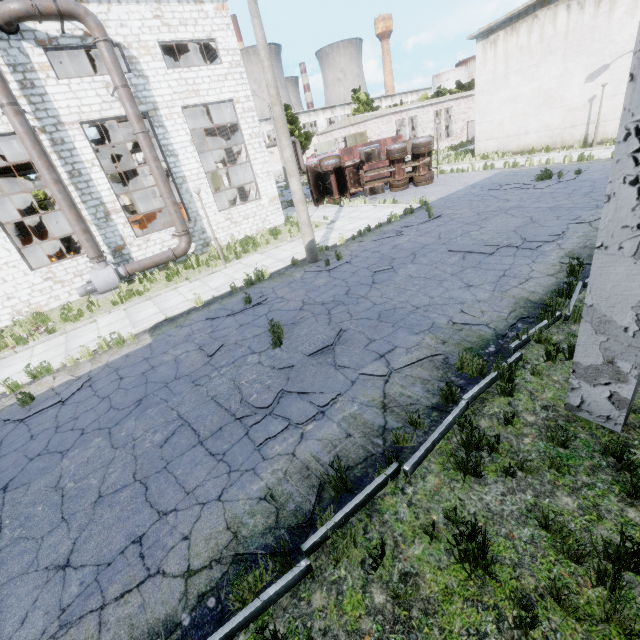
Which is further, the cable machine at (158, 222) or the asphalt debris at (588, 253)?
the cable machine at (158, 222)

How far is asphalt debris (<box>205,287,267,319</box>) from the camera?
9.8m

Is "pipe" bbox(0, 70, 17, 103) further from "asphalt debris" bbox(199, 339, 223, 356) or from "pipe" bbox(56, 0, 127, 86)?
"asphalt debris" bbox(199, 339, 223, 356)

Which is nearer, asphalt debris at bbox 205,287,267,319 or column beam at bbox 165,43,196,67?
asphalt debris at bbox 205,287,267,319

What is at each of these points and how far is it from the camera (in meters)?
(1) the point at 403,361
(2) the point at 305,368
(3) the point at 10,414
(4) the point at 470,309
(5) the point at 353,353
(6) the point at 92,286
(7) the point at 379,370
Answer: (1) asphalt debris, 6.03
(2) asphalt debris, 6.46
(3) asphalt debris, 7.43
(4) asphalt debris, 7.00
(5) asphalt debris, 6.59
(6) fan motor, 14.63
(7) asphalt debris, 5.91

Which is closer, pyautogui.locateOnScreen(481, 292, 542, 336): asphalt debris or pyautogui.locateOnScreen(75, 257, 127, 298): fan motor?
pyautogui.locateOnScreen(481, 292, 542, 336): asphalt debris

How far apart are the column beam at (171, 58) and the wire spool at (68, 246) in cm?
1337

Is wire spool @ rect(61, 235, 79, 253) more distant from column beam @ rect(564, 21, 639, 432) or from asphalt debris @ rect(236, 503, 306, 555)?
column beam @ rect(564, 21, 639, 432)
